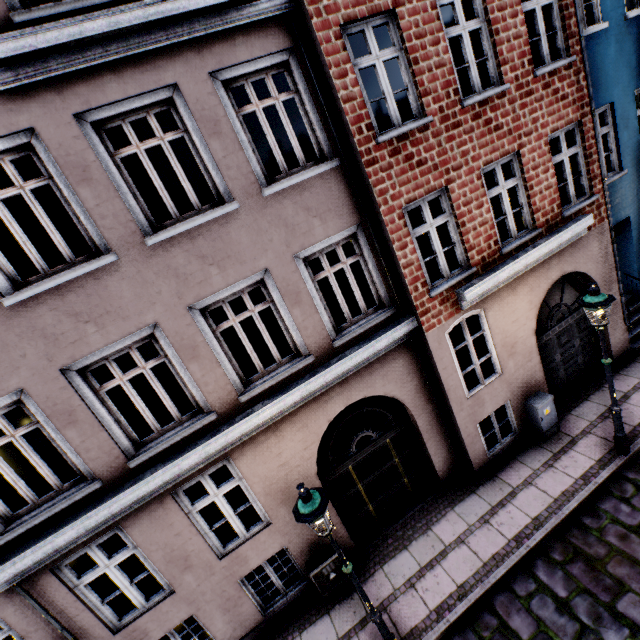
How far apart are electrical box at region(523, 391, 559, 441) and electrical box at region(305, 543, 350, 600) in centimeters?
537cm

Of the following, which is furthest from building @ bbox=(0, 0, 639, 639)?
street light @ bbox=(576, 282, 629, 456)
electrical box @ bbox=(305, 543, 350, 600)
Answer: street light @ bbox=(576, 282, 629, 456)

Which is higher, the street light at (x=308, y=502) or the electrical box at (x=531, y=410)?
the street light at (x=308, y=502)

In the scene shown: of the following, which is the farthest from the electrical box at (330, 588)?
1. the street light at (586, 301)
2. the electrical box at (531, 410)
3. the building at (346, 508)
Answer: the electrical box at (531, 410)

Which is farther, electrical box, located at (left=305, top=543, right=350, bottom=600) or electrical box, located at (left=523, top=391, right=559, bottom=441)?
electrical box, located at (left=523, top=391, right=559, bottom=441)

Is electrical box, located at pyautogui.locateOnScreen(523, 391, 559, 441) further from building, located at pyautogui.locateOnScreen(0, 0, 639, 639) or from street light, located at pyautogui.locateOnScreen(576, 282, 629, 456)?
street light, located at pyautogui.locateOnScreen(576, 282, 629, 456)

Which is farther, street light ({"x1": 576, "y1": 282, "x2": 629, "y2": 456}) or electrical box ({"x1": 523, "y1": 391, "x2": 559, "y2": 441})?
electrical box ({"x1": 523, "y1": 391, "x2": 559, "y2": 441})

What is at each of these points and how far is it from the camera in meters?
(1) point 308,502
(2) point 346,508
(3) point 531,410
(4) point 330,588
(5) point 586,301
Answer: (1) street light, 4.2 m
(2) building, 7.2 m
(3) electrical box, 7.7 m
(4) electrical box, 6.6 m
(5) street light, 5.8 m
